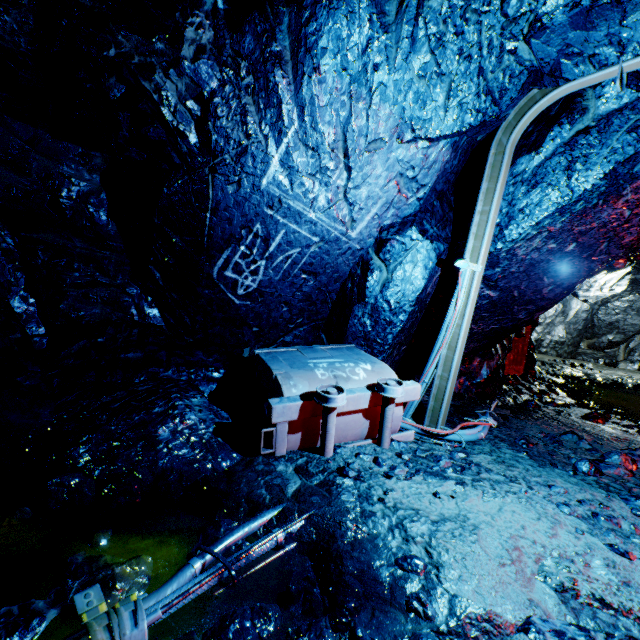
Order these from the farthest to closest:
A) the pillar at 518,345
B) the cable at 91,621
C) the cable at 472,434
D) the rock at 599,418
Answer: the pillar at 518,345 → the rock at 599,418 → the cable at 472,434 → the cable at 91,621

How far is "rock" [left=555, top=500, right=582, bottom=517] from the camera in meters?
2.4 m

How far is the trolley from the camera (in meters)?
2.77

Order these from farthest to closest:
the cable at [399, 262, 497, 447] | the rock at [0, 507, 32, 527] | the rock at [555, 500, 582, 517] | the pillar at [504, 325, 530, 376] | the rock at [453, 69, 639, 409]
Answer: the pillar at [504, 325, 530, 376] < the cable at [399, 262, 497, 447] < the rock at [453, 69, 639, 409] < the rock at [555, 500, 582, 517] < the rock at [0, 507, 32, 527]

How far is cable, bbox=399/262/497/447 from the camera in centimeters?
349cm

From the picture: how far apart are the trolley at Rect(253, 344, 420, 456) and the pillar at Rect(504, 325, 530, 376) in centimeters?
512cm

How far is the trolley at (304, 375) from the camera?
2.77m

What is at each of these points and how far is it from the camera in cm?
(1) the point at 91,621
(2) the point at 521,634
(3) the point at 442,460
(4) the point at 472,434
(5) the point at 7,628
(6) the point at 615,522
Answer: (1) cable, 132
(2) rock, 143
(3) rock, 296
(4) cable, 364
(5) rock, 131
(6) rock, 235
